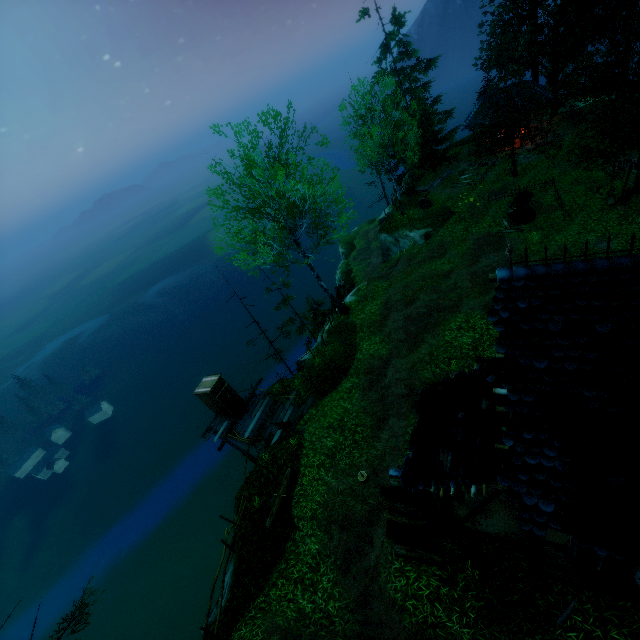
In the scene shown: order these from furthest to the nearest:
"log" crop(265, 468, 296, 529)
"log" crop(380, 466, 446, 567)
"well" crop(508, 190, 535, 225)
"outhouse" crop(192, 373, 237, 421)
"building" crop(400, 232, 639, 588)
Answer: "well" crop(508, 190, 535, 225), "outhouse" crop(192, 373, 237, 421), "log" crop(265, 468, 296, 529), "log" crop(380, 466, 446, 567), "building" crop(400, 232, 639, 588)

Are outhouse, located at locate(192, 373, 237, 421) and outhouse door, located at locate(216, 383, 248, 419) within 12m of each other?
yes

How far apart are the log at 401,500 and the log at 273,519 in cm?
443

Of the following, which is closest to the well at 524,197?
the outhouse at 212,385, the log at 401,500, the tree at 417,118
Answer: the tree at 417,118

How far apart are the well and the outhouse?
20.8m

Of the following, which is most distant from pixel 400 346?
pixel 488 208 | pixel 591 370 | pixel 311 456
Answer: pixel 488 208

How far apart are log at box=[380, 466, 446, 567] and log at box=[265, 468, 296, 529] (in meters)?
4.43

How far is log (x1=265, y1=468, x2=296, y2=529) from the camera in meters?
11.5 m
